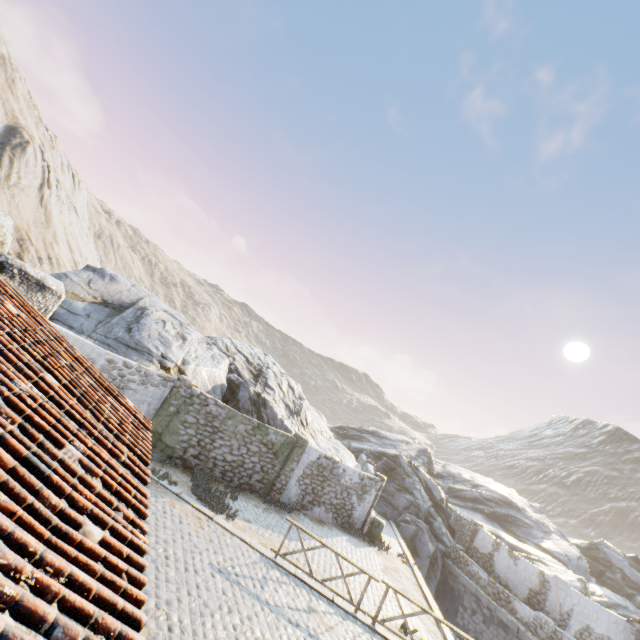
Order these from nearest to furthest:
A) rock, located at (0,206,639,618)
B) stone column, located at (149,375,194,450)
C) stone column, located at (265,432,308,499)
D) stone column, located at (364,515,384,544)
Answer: stone column, located at (149,375,194,450)
rock, located at (0,206,639,618)
stone column, located at (265,432,308,499)
stone column, located at (364,515,384,544)

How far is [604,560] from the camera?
32.1m

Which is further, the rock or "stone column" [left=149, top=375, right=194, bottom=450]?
the rock

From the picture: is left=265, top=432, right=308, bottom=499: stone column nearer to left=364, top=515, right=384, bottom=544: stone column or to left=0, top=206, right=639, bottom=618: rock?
left=0, top=206, right=639, bottom=618: rock

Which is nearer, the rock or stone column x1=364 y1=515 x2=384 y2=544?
the rock

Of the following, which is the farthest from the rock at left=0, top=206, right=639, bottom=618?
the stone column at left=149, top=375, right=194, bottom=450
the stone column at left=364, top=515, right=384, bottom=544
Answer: the stone column at left=364, top=515, right=384, bottom=544

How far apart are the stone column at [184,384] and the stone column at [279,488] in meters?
5.5 m

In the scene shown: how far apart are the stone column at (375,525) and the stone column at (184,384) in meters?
11.4
